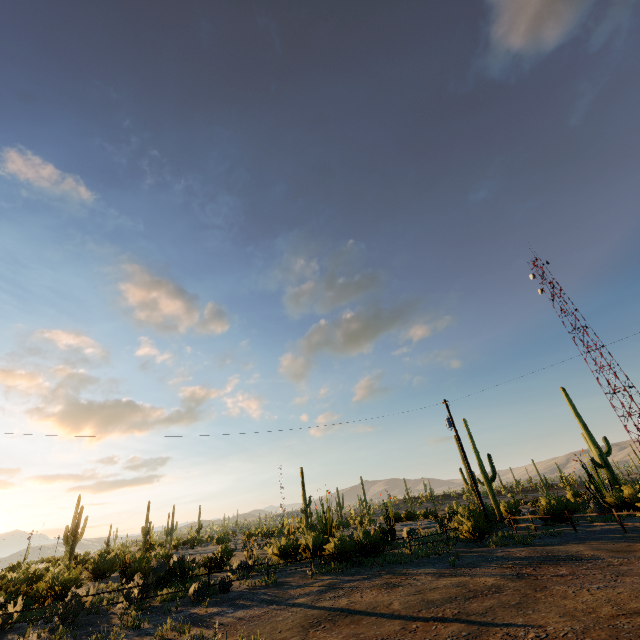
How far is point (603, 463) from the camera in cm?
2431
